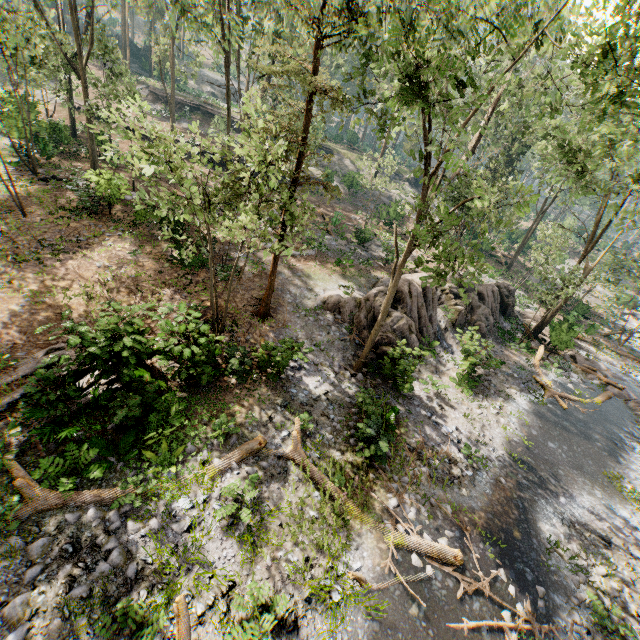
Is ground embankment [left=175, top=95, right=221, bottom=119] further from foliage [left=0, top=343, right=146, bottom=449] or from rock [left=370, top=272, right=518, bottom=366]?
rock [left=370, top=272, right=518, bottom=366]

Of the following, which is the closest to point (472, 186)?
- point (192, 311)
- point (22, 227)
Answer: point (192, 311)

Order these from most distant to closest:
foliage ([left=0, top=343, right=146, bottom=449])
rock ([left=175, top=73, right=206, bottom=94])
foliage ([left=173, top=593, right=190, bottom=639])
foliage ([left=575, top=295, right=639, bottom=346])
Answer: rock ([left=175, top=73, right=206, bottom=94]), foliage ([left=575, top=295, right=639, bottom=346]), foliage ([left=0, top=343, right=146, bottom=449]), foliage ([left=173, top=593, right=190, bottom=639])

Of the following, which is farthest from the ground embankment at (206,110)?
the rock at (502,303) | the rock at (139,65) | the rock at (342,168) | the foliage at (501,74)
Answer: the rock at (502,303)

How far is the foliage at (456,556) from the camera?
9.5m

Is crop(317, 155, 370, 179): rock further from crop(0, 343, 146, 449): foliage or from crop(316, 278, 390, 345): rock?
crop(316, 278, 390, 345): rock

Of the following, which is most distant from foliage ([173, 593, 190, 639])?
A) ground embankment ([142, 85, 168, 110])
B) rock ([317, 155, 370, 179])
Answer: ground embankment ([142, 85, 168, 110])

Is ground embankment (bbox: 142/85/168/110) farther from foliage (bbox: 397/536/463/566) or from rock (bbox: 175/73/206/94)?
rock (bbox: 175/73/206/94)
